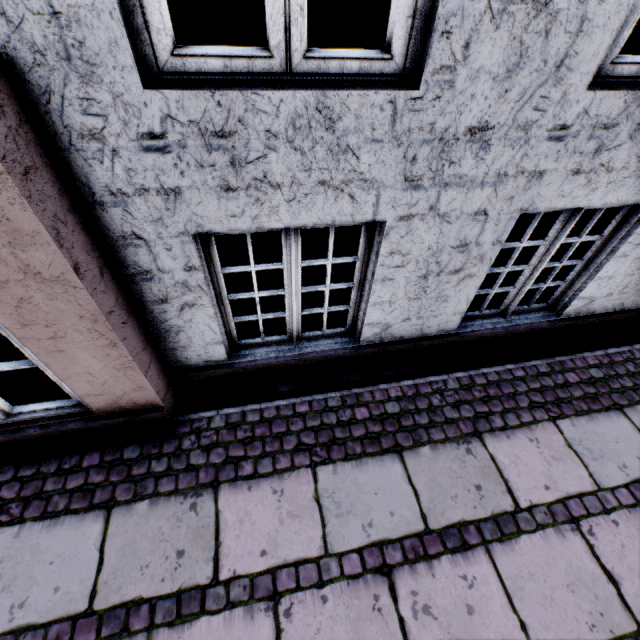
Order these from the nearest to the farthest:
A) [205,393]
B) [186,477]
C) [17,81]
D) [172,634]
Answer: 1. [17,81]
2. [172,634]
3. [186,477]
4. [205,393]
